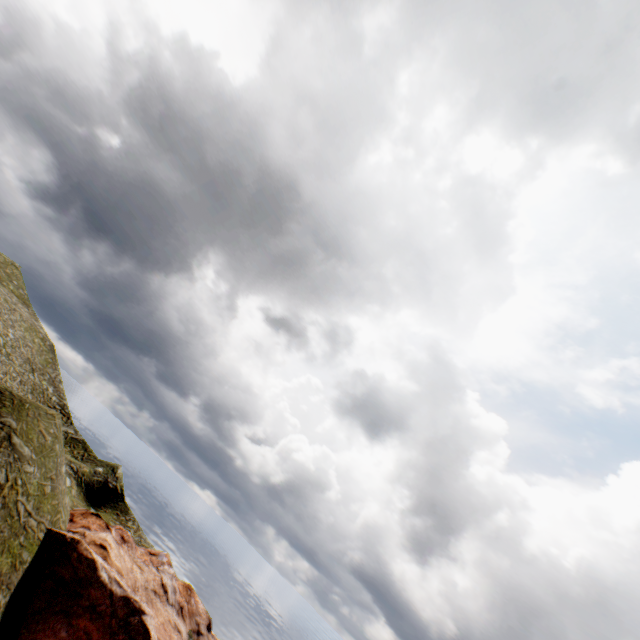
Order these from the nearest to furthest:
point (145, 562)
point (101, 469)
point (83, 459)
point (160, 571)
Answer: point (145, 562) < point (160, 571) < point (101, 469) < point (83, 459)
